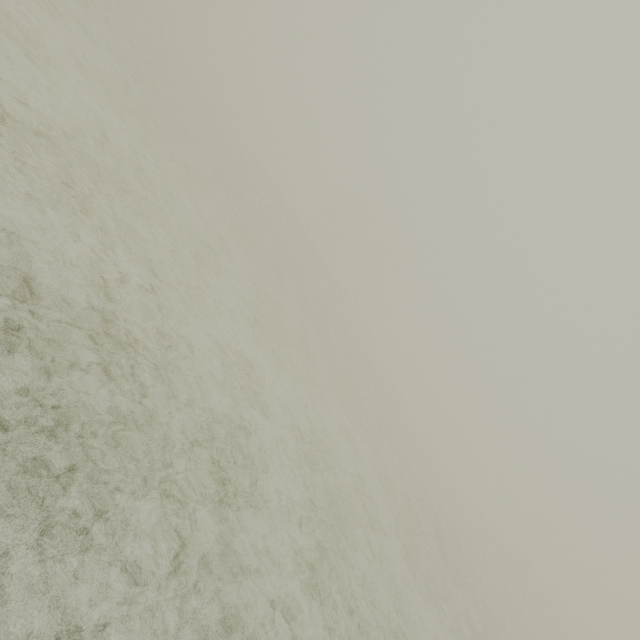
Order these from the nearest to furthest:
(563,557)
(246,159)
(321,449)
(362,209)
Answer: (321,449) < (246,159) < (362,209) < (563,557)
